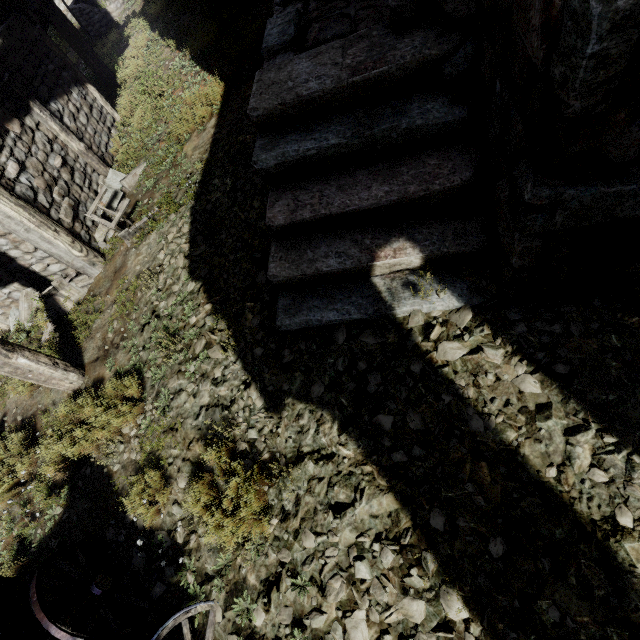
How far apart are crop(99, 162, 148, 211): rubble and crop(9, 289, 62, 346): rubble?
1.04m

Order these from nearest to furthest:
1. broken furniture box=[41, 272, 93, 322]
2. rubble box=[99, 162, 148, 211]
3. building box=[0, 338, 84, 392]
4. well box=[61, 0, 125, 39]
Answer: building box=[0, 338, 84, 392]
broken furniture box=[41, 272, 93, 322]
rubble box=[99, 162, 148, 211]
well box=[61, 0, 125, 39]

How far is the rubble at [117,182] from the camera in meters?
6.6 m

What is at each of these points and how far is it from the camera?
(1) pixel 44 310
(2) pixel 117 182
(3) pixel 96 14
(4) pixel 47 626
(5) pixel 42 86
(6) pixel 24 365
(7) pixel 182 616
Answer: (1) rubble, 6.0 meters
(2) rubble, 6.9 meters
(3) well, 11.7 meters
(4) cart, 2.7 meters
(5) building, 6.4 meters
(6) building, 4.5 meters
(7) cart, 3.1 meters

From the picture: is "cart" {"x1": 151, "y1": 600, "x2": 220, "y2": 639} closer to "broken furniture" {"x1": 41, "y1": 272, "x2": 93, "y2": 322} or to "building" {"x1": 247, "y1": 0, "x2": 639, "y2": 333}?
"building" {"x1": 247, "y1": 0, "x2": 639, "y2": 333}

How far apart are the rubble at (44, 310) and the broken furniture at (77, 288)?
0.06m

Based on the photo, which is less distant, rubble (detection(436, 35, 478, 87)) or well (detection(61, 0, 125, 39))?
rubble (detection(436, 35, 478, 87))

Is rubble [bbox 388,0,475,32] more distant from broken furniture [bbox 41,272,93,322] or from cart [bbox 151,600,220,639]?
broken furniture [bbox 41,272,93,322]
